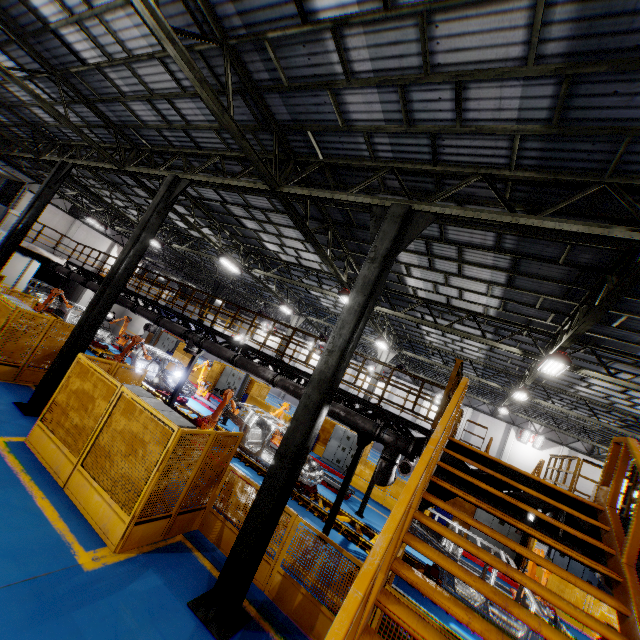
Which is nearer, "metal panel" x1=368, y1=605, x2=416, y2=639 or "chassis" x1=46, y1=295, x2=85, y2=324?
"metal panel" x1=368, y1=605, x2=416, y2=639

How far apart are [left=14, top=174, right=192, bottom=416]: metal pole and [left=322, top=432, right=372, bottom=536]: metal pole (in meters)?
8.18

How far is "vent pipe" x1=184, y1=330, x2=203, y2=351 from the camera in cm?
1319

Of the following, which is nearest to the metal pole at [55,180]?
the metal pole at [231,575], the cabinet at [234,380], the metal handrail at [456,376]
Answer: the metal handrail at [456,376]

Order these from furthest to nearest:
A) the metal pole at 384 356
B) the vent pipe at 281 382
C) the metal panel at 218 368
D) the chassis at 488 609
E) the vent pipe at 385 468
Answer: the metal panel at 218 368
the metal pole at 384 356
the vent pipe at 281 382
the vent pipe at 385 468
the chassis at 488 609

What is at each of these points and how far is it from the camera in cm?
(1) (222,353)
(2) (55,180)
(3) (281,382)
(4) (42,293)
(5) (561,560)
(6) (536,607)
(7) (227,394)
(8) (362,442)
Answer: (1) vent pipe, 1241
(2) metal pole, 1402
(3) vent pipe, 1100
(4) chassis, 2380
(5) cabinet, 1831
(6) chassis, 814
(7) robot arm, 1149
(8) metal pole, 981

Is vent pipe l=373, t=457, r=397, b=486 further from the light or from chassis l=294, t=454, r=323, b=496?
the light

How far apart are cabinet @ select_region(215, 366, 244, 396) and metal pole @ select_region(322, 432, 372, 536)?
14.24m
